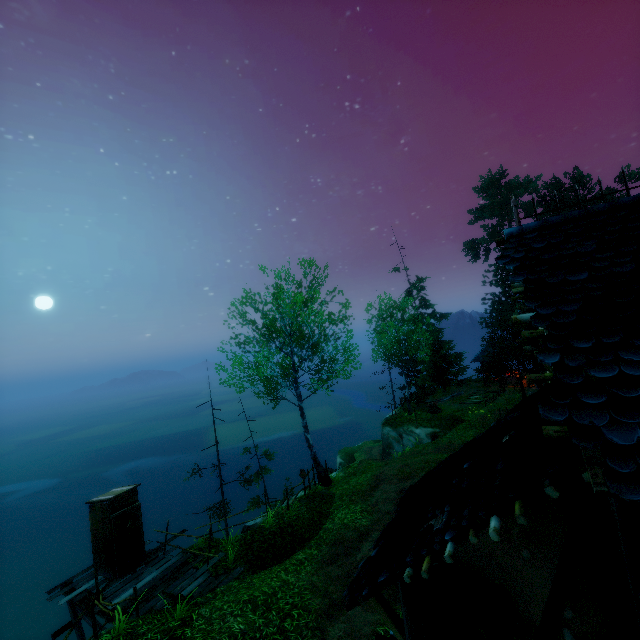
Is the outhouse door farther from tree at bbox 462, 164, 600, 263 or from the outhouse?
tree at bbox 462, 164, 600, 263

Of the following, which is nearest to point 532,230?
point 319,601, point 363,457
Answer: point 319,601

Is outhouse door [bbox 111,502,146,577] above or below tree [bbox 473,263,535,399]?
below

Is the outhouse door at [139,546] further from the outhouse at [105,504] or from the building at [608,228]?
the building at [608,228]

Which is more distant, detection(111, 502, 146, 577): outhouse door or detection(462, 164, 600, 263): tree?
detection(462, 164, 600, 263): tree

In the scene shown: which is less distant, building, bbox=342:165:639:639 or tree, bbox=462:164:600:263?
building, bbox=342:165:639:639

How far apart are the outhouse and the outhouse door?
0.0 meters

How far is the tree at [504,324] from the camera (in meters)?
24.58
